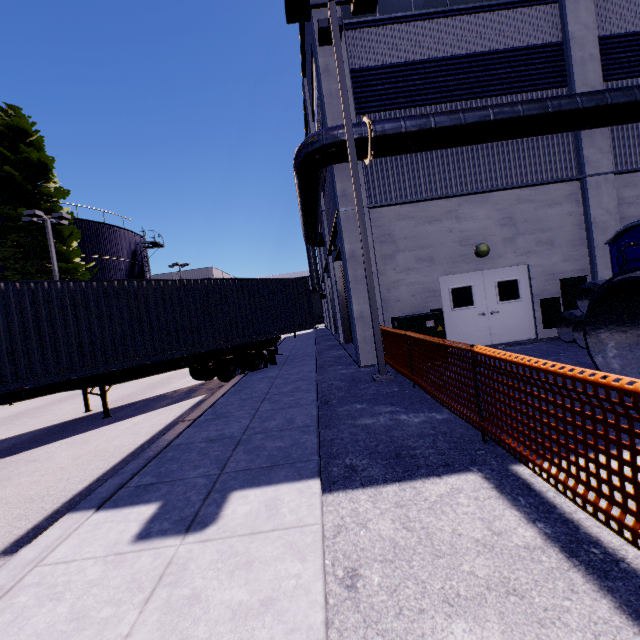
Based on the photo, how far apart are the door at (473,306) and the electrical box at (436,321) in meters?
1.6

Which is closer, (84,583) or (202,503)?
(84,583)

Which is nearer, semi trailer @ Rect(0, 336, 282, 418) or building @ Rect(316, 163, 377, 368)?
semi trailer @ Rect(0, 336, 282, 418)

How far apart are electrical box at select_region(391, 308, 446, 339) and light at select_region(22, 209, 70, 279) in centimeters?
2054cm

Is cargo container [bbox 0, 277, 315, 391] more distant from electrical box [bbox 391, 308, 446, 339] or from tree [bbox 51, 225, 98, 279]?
electrical box [bbox 391, 308, 446, 339]

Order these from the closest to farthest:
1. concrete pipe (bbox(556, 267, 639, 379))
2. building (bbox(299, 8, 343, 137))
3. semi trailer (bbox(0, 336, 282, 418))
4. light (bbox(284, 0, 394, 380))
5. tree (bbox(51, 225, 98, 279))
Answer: concrete pipe (bbox(556, 267, 639, 379)) → semi trailer (bbox(0, 336, 282, 418)) → light (bbox(284, 0, 394, 380)) → building (bbox(299, 8, 343, 137)) → tree (bbox(51, 225, 98, 279))

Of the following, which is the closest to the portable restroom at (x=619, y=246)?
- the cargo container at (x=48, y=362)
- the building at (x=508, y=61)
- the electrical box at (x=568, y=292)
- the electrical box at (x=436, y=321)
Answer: the building at (x=508, y=61)

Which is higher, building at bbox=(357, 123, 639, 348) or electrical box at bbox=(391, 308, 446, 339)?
building at bbox=(357, 123, 639, 348)
